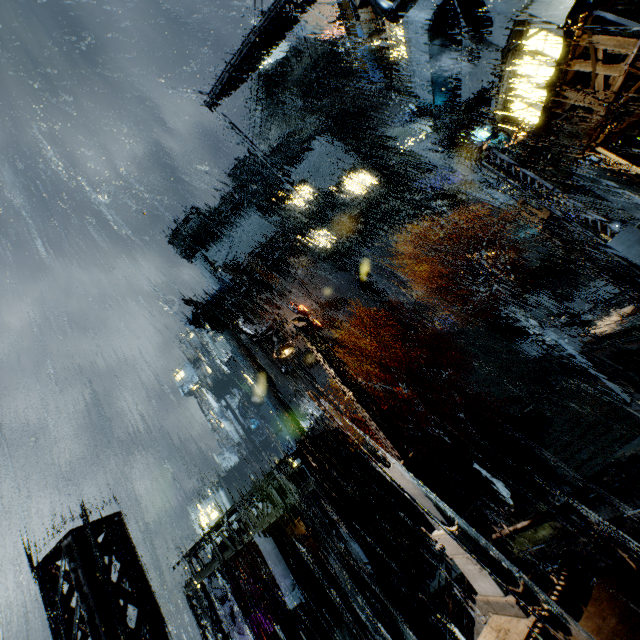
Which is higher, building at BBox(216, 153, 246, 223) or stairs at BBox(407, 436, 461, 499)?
building at BBox(216, 153, 246, 223)

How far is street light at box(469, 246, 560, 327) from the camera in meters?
17.2 m

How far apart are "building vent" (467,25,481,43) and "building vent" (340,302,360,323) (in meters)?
29.47

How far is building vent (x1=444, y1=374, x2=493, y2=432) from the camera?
29.8 meters

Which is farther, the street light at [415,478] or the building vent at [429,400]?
the building vent at [429,400]

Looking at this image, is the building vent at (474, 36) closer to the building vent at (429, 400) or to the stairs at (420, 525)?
the building vent at (429, 400)

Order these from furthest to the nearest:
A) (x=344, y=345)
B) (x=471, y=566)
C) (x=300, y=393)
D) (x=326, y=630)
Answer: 1. (x=300, y=393)
2. (x=344, y=345)
3. (x=326, y=630)
4. (x=471, y=566)

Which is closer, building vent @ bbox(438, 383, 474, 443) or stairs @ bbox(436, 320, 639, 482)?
stairs @ bbox(436, 320, 639, 482)
